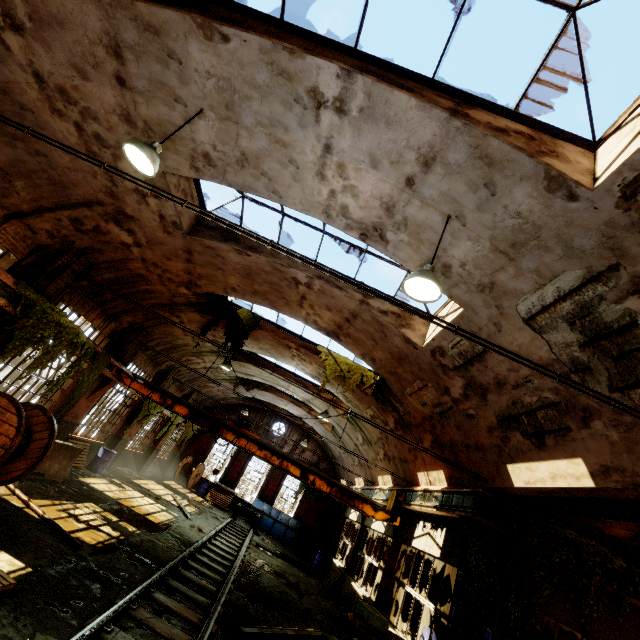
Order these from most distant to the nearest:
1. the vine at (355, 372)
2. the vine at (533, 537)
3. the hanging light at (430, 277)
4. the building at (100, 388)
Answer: the vine at (355, 372) → the building at (100, 388) → the vine at (533, 537) → the hanging light at (430, 277)

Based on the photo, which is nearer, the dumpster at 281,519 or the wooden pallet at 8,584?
the wooden pallet at 8,584

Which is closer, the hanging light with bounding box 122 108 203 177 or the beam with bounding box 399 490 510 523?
the hanging light with bounding box 122 108 203 177

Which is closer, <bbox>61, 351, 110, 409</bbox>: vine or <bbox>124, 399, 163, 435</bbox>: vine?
<bbox>61, 351, 110, 409</bbox>: vine

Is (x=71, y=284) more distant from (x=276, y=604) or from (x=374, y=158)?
(x=276, y=604)

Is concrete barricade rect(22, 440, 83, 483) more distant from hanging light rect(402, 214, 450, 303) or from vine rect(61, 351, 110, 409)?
hanging light rect(402, 214, 450, 303)

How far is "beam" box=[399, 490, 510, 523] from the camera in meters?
7.5

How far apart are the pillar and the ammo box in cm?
1892
